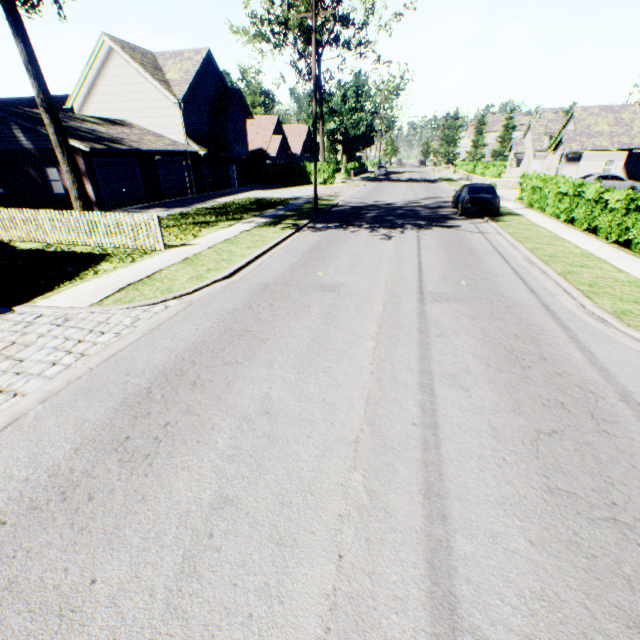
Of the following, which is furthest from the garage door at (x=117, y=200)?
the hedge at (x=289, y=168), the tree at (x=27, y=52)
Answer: the hedge at (x=289, y=168)

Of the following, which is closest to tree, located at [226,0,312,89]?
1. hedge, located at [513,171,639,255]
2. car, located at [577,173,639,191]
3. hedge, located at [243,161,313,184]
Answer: hedge, located at [243,161,313,184]

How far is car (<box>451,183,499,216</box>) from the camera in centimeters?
1641cm

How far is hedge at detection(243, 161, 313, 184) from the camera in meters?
36.9 m

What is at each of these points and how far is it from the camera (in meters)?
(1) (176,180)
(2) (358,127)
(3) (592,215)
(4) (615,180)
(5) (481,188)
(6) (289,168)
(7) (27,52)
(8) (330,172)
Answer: (1) garage door, 26.00
(2) tree, 50.66
(3) hedge, 13.25
(4) car, 26.12
(5) car, 16.98
(6) hedge, 37.94
(7) tree, 10.77
(8) hedge, 36.31

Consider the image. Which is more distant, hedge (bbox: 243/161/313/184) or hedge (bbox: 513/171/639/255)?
hedge (bbox: 243/161/313/184)

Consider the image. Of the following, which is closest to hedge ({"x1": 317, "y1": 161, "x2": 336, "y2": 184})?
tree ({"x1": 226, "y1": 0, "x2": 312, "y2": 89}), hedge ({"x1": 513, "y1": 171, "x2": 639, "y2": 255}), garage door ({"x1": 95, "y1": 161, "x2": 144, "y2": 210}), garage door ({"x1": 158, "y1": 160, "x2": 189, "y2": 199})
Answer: tree ({"x1": 226, "y1": 0, "x2": 312, "y2": 89})

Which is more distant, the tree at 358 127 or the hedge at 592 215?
the tree at 358 127
